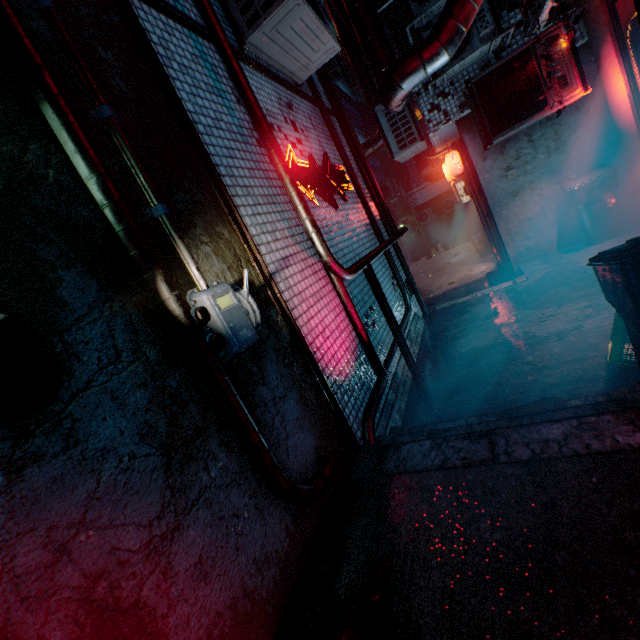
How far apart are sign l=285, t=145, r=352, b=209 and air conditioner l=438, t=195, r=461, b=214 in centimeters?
1478cm

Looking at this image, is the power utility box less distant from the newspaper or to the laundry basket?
the newspaper

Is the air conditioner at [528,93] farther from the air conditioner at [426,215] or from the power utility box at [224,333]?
the air conditioner at [426,215]

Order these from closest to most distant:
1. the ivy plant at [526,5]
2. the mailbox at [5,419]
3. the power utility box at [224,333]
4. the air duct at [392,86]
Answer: the mailbox at [5,419] < the power utility box at [224,333] < the ivy plant at [526,5] < the air duct at [392,86]

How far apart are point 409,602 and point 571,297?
3.7 meters

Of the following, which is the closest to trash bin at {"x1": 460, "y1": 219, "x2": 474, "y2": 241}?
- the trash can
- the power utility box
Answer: the trash can

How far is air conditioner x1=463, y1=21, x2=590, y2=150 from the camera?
3.9m

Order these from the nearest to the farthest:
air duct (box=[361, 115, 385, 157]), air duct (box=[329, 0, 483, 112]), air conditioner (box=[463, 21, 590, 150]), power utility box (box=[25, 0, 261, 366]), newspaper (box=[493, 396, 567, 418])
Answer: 1. power utility box (box=[25, 0, 261, 366])
2. newspaper (box=[493, 396, 567, 418])
3. air duct (box=[329, 0, 483, 112])
4. air conditioner (box=[463, 21, 590, 150])
5. air duct (box=[361, 115, 385, 157])
